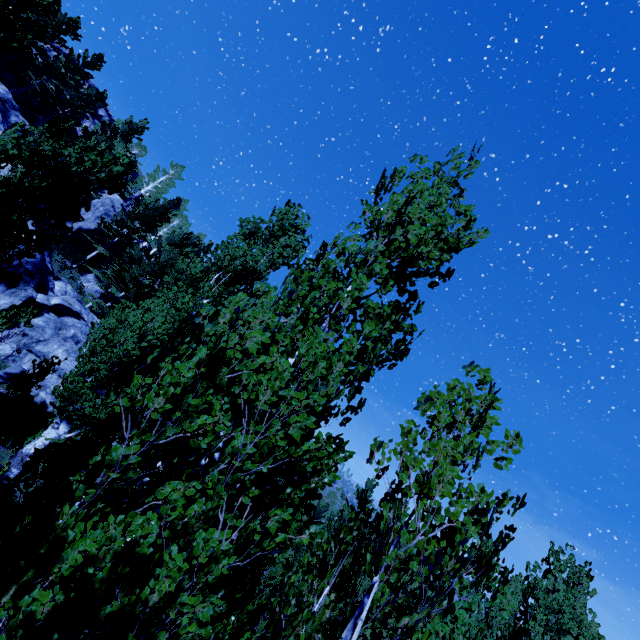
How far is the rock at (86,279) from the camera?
29.3 meters

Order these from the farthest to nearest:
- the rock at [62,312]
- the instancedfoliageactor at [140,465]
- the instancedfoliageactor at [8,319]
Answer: the rock at [62,312], the instancedfoliageactor at [8,319], the instancedfoliageactor at [140,465]

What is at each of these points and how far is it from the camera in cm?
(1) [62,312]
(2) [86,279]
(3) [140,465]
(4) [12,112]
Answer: (1) rock, 1852
(2) rock, 2956
(3) instancedfoliageactor, 283
(4) rock, 2752

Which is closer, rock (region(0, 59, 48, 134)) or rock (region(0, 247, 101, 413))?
rock (region(0, 247, 101, 413))

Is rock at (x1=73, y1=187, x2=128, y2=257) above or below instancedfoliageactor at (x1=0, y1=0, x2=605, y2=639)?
above

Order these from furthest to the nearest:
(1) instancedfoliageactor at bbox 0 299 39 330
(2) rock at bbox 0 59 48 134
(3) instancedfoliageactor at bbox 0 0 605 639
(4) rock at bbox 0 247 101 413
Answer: (2) rock at bbox 0 59 48 134
(4) rock at bbox 0 247 101 413
(1) instancedfoliageactor at bbox 0 299 39 330
(3) instancedfoliageactor at bbox 0 0 605 639

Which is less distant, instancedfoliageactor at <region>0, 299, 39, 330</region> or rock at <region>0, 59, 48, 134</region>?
instancedfoliageactor at <region>0, 299, 39, 330</region>
